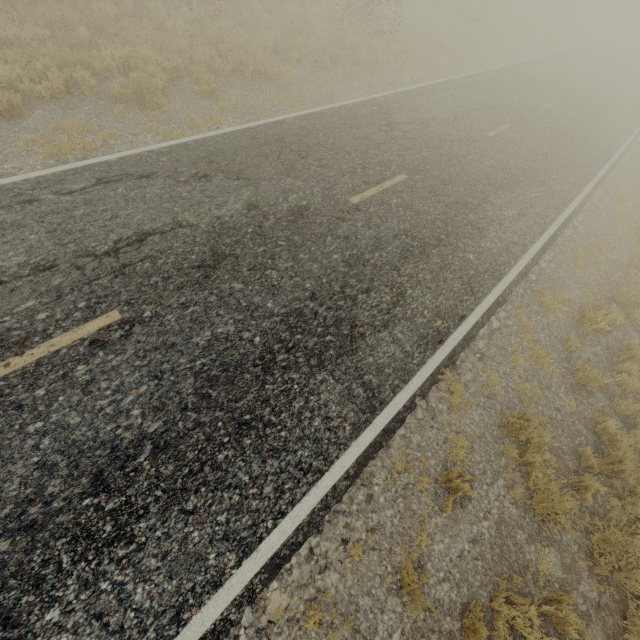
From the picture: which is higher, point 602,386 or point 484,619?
point 484,619
